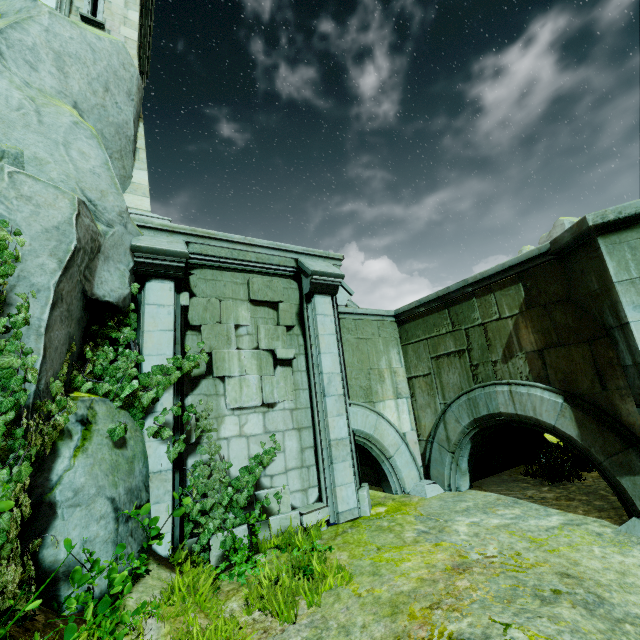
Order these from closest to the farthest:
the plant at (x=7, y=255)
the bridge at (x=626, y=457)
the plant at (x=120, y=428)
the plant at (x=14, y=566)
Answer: the plant at (x=14, y=566)
the plant at (x=7, y=255)
the plant at (x=120, y=428)
the bridge at (x=626, y=457)

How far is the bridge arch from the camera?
7.47m

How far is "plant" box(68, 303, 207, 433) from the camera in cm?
461

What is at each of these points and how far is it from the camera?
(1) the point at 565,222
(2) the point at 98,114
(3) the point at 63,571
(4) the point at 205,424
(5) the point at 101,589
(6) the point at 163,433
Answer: (1) rock, 37.6 meters
(2) rock, 6.2 meters
(3) rock, 3.4 meters
(4) plant, 5.9 meters
(5) rock, 3.6 meters
(6) plant, 5.2 meters

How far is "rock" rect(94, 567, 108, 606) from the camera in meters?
3.6

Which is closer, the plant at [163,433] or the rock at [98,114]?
the rock at [98,114]
